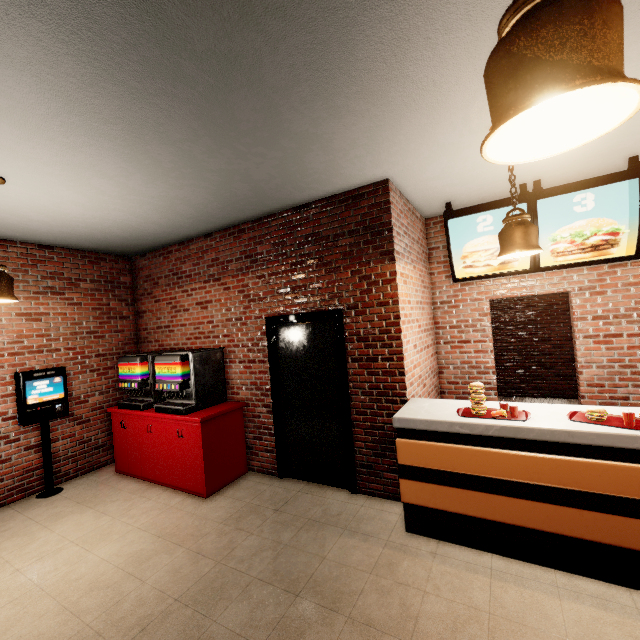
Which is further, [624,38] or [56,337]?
[56,337]
